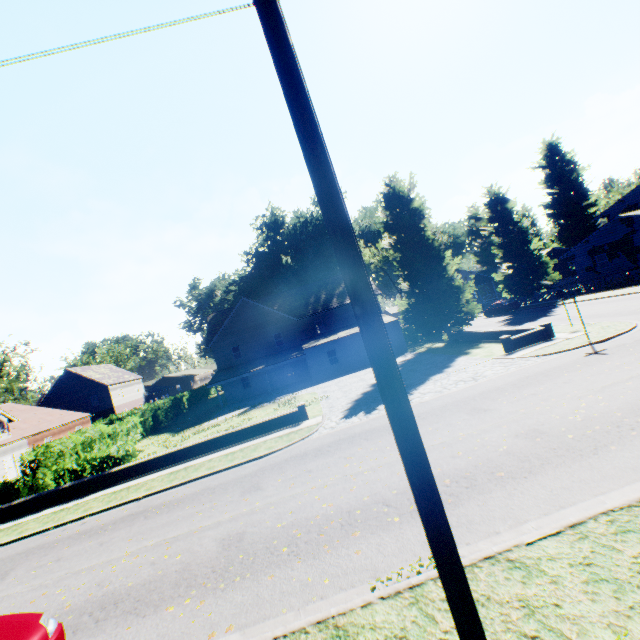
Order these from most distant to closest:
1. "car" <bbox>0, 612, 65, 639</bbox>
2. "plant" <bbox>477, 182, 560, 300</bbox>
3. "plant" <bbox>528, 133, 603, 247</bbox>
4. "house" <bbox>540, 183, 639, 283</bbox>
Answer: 1. "plant" <bbox>528, 133, 603, 247</bbox>
2. "plant" <bbox>477, 182, 560, 300</bbox>
3. "house" <bbox>540, 183, 639, 283</bbox>
4. "car" <bbox>0, 612, 65, 639</bbox>

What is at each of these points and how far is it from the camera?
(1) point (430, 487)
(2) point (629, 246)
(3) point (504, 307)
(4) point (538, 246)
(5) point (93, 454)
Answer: (1) power line pole, 2.6 meters
(2) house, 31.9 meters
(3) car, 38.0 meters
(4) plant, 39.0 meters
(5) hedge, 17.0 meters

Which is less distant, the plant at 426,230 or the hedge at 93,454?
the hedge at 93,454

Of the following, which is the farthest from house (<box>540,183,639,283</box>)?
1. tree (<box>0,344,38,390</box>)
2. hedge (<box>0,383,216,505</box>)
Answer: tree (<box>0,344,38,390</box>)

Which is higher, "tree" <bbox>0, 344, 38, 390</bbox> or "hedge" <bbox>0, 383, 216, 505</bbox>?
"tree" <bbox>0, 344, 38, 390</bbox>

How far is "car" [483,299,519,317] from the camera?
37.7 meters

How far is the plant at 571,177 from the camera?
54.34m

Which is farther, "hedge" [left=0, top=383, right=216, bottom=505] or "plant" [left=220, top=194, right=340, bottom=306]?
"plant" [left=220, top=194, right=340, bottom=306]
